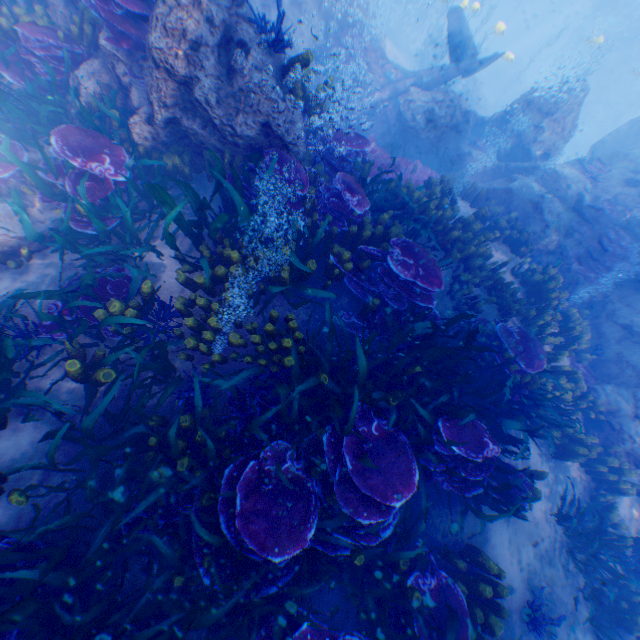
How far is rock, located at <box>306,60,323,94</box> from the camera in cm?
1238

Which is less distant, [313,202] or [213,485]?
[213,485]

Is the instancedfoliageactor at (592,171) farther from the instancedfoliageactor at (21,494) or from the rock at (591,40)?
the instancedfoliageactor at (21,494)

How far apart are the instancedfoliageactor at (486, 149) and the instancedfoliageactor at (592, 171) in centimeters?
300cm

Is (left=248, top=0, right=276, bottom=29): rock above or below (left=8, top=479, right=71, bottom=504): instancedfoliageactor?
above

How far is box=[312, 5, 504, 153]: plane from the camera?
12.52m

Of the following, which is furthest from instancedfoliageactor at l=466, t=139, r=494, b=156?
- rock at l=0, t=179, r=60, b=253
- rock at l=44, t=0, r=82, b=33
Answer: rock at l=0, t=179, r=60, b=253
